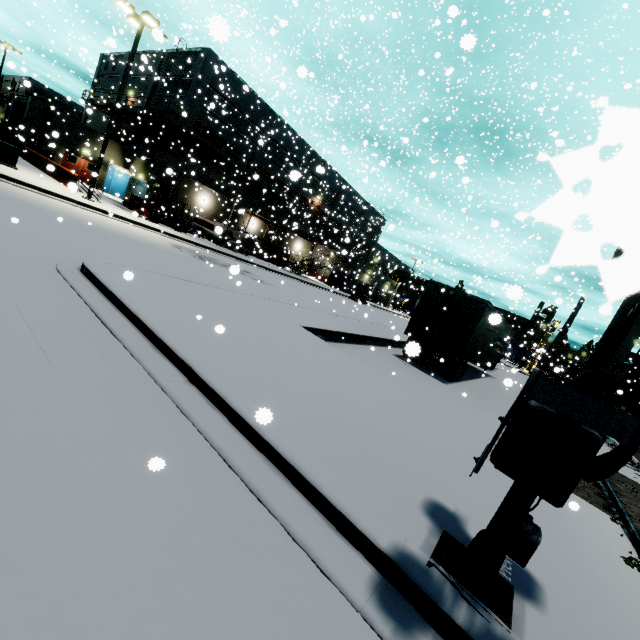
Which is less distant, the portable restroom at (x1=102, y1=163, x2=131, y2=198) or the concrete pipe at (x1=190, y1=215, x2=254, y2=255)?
the concrete pipe at (x1=190, y1=215, x2=254, y2=255)

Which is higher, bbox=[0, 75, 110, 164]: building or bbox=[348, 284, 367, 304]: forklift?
bbox=[0, 75, 110, 164]: building

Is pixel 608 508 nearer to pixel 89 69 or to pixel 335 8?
pixel 89 69

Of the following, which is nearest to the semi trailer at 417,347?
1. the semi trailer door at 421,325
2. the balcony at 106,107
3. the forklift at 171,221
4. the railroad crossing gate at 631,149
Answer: the semi trailer door at 421,325

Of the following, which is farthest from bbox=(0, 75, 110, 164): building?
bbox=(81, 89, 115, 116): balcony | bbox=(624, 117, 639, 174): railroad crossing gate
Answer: bbox=(624, 117, 639, 174): railroad crossing gate

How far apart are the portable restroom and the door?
0.8 meters

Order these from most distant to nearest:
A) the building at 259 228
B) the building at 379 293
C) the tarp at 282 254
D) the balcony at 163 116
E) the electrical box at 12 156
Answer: the building at 379 293
the building at 259 228
the tarp at 282 254
the balcony at 163 116
the electrical box at 12 156

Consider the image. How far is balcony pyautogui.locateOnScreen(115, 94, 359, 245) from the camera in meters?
25.3
